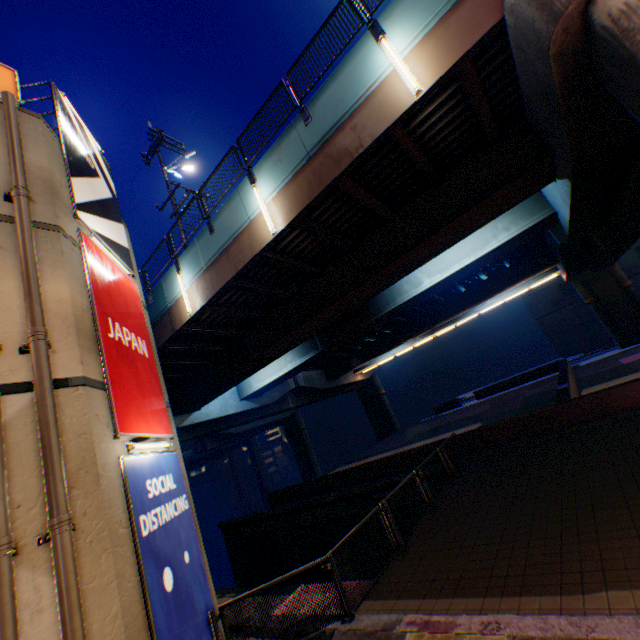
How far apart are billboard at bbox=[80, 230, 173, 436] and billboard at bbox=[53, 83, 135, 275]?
0.2m

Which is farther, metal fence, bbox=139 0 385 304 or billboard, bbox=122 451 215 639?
metal fence, bbox=139 0 385 304

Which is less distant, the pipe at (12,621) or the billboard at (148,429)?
the pipe at (12,621)

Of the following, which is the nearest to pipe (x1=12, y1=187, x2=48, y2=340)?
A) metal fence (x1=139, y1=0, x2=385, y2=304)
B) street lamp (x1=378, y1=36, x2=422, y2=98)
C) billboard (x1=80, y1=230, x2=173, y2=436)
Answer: billboard (x1=80, y1=230, x2=173, y2=436)

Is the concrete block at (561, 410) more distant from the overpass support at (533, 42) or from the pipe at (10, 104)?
the pipe at (10, 104)

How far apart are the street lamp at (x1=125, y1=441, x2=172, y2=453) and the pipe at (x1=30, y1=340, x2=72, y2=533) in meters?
1.5

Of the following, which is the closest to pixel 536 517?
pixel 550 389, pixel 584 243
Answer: pixel 584 243

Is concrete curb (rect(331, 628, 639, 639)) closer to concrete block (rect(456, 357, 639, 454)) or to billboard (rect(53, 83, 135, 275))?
billboard (rect(53, 83, 135, 275))
